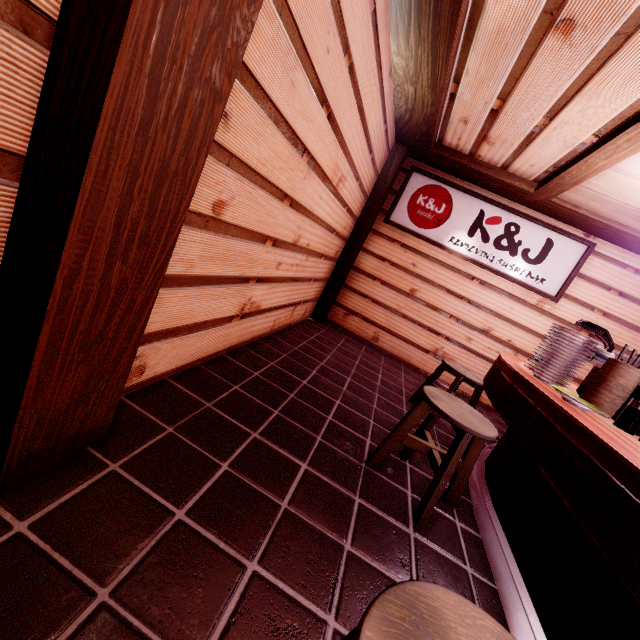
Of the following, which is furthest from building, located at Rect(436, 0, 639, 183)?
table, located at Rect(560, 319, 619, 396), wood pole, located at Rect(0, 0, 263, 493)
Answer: table, located at Rect(560, 319, 619, 396)

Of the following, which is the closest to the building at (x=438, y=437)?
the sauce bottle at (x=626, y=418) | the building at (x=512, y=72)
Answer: the building at (x=512, y=72)

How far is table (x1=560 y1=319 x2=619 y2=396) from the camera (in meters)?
3.71

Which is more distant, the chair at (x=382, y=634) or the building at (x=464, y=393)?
the building at (x=464, y=393)

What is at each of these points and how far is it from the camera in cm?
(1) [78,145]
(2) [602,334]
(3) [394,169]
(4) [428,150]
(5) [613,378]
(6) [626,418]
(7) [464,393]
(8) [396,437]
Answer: (1) wood pole, 144
(2) table, 370
(3) wood pole, 835
(4) wood bar, 783
(5) tableware, 330
(6) sauce bottle, 296
(7) building, 926
(8) chair, 375

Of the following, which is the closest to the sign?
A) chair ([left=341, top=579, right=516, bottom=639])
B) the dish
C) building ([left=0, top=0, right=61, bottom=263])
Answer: building ([left=0, top=0, right=61, bottom=263])

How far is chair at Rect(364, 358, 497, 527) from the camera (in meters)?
3.28

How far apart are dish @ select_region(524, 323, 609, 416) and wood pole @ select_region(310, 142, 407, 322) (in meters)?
5.57
